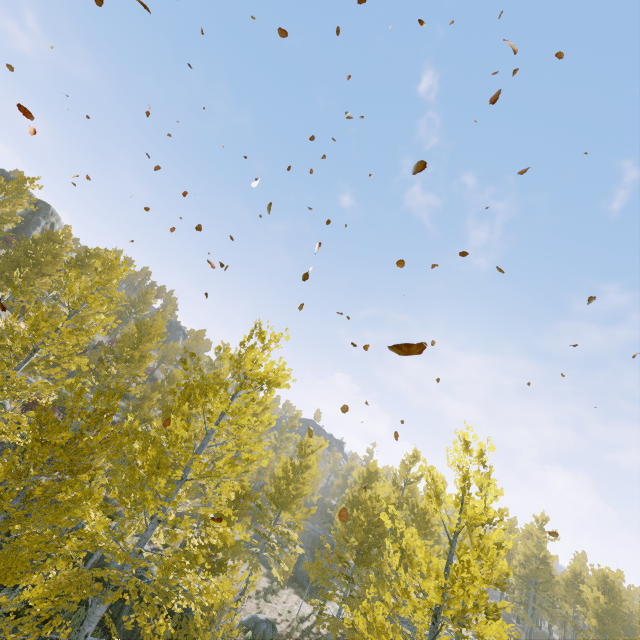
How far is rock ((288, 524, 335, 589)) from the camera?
25.2m

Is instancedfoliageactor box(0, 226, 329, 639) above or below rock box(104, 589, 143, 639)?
above

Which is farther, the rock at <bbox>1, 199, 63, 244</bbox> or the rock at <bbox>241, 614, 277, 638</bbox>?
the rock at <bbox>1, 199, 63, 244</bbox>

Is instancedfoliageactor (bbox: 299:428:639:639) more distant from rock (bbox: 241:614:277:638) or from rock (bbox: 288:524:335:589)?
rock (bbox: 288:524:335:589)

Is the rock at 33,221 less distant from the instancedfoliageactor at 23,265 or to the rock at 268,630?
the instancedfoliageactor at 23,265

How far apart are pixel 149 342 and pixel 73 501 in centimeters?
1778cm

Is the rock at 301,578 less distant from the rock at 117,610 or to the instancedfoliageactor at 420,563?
the instancedfoliageactor at 420,563

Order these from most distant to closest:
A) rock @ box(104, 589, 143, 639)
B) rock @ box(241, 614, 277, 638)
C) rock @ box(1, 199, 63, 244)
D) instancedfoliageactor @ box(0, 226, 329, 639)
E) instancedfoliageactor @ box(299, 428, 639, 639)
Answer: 1. rock @ box(1, 199, 63, 244)
2. rock @ box(241, 614, 277, 638)
3. rock @ box(104, 589, 143, 639)
4. instancedfoliageactor @ box(299, 428, 639, 639)
5. instancedfoliageactor @ box(0, 226, 329, 639)
